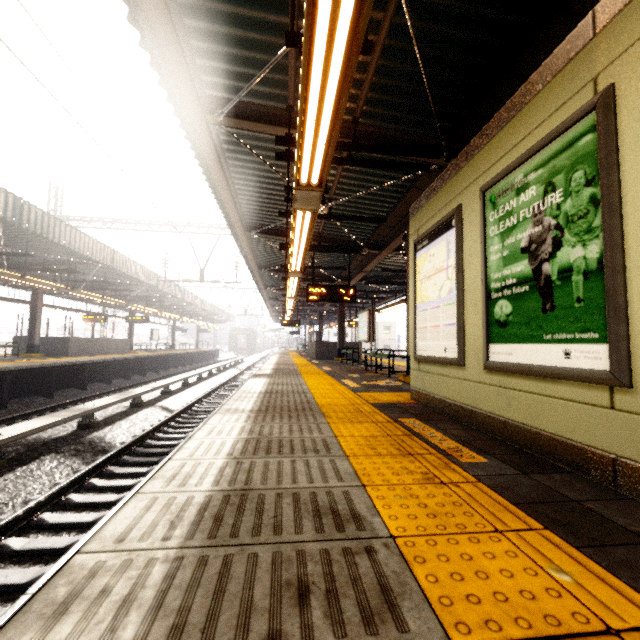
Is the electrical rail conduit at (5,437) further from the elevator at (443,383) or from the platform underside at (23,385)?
the elevator at (443,383)

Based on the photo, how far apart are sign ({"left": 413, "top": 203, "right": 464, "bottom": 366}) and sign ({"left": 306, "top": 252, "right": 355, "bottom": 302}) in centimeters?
508cm

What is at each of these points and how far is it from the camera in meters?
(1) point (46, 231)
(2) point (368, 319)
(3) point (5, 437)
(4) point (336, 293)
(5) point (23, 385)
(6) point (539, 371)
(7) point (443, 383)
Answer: (1) awning structure, 9.9 m
(2) sign, 10.8 m
(3) electrical rail conduit, 5.0 m
(4) sign, 9.9 m
(5) platform underside, 11.0 m
(6) sign, 2.4 m
(7) elevator, 3.9 m

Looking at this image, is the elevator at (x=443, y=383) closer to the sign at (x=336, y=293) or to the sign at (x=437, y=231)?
the sign at (x=437, y=231)

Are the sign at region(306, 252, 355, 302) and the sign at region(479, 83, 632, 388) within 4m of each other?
no

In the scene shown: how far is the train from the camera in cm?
4944

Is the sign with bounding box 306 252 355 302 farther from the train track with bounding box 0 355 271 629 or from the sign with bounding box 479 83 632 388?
the sign with bounding box 479 83 632 388

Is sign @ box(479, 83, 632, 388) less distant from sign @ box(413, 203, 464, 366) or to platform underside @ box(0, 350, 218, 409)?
sign @ box(413, 203, 464, 366)
